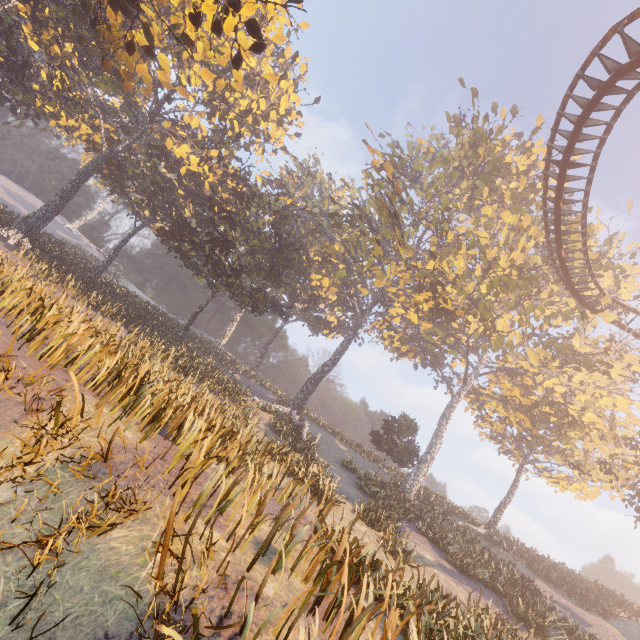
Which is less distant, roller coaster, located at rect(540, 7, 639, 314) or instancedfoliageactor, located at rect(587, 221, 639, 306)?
roller coaster, located at rect(540, 7, 639, 314)

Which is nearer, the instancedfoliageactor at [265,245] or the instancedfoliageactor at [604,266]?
the instancedfoliageactor at [265,245]

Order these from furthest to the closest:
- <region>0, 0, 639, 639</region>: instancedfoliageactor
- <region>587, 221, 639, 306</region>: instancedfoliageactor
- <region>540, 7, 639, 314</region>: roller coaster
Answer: <region>587, 221, 639, 306</region>: instancedfoliageactor → <region>540, 7, 639, 314</region>: roller coaster → <region>0, 0, 639, 639</region>: instancedfoliageactor

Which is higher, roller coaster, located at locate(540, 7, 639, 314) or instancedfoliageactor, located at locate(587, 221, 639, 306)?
instancedfoliageactor, located at locate(587, 221, 639, 306)

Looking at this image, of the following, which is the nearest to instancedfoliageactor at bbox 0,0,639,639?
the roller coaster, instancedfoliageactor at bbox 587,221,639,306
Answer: the roller coaster

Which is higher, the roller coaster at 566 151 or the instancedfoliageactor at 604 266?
the instancedfoliageactor at 604 266

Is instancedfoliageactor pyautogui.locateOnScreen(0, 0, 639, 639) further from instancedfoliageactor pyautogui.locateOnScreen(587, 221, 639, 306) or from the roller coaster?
instancedfoliageactor pyautogui.locateOnScreen(587, 221, 639, 306)

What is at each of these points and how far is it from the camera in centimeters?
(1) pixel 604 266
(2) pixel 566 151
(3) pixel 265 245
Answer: (1) instancedfoliageactor, 2672cm
(2) roller coaster, 1538cm
(3) instancedfoliageactor, 3069cm
